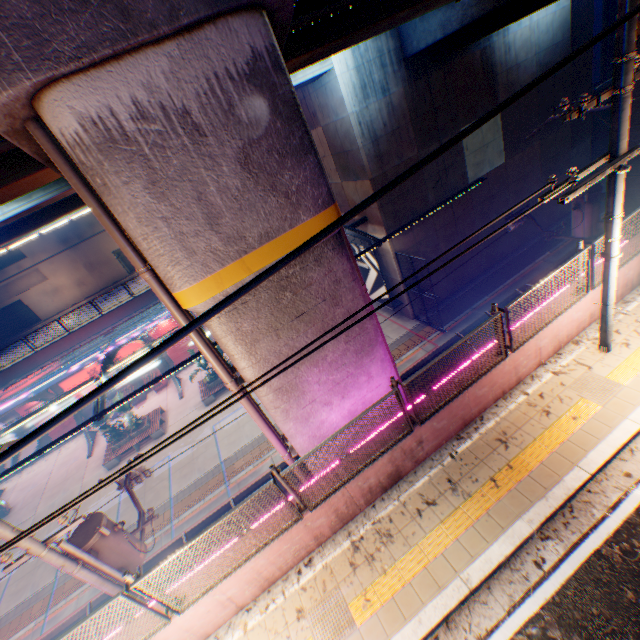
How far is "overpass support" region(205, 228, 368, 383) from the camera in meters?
5.7

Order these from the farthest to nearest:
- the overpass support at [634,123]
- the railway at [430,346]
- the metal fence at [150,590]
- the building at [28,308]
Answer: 1. the building at [28,308]
2. the railway at [430,346]
3. the overpass support at [634,123]
4. the metal fence at [150,590]

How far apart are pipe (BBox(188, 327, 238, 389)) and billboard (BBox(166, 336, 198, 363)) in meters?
20.9

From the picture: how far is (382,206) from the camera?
16.9 meters

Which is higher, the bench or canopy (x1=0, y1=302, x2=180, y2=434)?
canopy (x1=0, y1=302, x2=180, y2=434)

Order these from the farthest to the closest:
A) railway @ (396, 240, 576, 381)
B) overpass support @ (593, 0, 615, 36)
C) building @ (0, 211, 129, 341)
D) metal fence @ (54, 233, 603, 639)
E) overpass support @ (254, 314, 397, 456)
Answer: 1. overpass support @ (593, 0, 615, 36)
2. building @ (0, 211, 129, 341)
3. railway @ (396, 240, 576, 381)
4. overpass support @ (254, 314, 397, 456)
5. metal fence @ (54, 233, 603, 639)

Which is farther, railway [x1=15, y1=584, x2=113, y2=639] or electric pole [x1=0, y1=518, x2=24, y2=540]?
railway [x1=15, y1=584, x2=113, y2=639]

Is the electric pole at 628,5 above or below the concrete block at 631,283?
above
